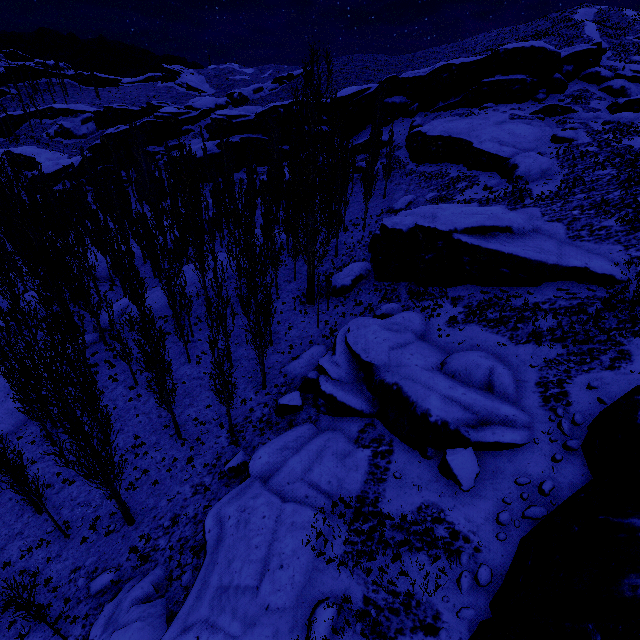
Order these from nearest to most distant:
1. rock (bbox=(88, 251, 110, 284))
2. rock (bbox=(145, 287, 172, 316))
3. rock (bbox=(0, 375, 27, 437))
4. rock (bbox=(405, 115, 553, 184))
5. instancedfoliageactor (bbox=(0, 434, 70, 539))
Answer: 1. instancedfoliageactor (bbox=(0, 434, 70, 539))
2. rock (bbox=(0, 375, 27, 437))
3. rock (bbox=(145, 287, 172, 316))
4. rock (bbox=(405, 115, 553, 184))
5. rock (bbox=(88, 251, 110, 284))

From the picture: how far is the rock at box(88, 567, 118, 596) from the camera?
12.7 meters

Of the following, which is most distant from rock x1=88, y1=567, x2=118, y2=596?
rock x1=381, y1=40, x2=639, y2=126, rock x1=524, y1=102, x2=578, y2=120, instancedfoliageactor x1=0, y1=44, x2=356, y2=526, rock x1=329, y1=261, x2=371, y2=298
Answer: rock x1=524, y1=102, x2=578, y2=120

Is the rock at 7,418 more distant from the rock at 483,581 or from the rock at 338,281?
the rock at 483,581

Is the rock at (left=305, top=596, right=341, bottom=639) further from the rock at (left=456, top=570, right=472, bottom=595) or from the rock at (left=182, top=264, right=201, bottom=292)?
the rock at (left=182, top=264, right=201, bottom=292)

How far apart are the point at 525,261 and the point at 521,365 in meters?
6.7

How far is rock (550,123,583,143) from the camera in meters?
31.9 m

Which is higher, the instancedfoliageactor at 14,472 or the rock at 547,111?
the rock at 547,111
